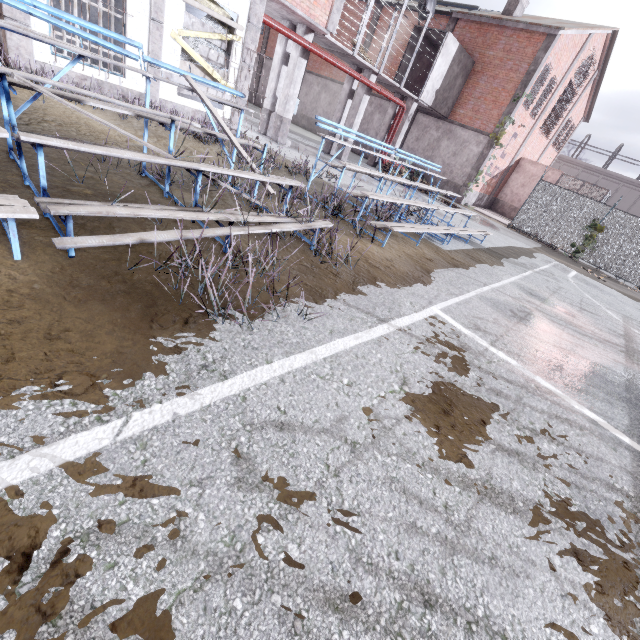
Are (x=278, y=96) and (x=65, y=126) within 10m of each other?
no

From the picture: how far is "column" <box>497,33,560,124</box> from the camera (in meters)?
16.69

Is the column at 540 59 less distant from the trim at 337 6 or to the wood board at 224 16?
the trim at 337 6

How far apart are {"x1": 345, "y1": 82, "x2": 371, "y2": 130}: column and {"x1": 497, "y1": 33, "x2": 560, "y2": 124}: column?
8.4 meters

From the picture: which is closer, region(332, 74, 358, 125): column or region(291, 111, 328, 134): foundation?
region(332, 74, 358, 125): column

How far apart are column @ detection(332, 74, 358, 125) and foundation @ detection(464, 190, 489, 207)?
9.47m

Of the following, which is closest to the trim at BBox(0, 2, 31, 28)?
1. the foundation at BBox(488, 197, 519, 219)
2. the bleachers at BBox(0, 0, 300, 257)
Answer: the bleachers at BBox(0, 0, 300, 257)

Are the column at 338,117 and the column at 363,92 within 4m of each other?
yes
